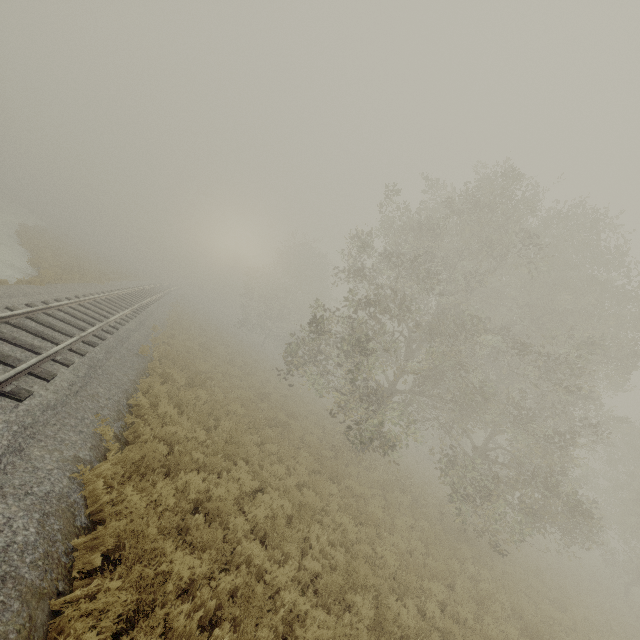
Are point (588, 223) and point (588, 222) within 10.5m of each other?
yes
